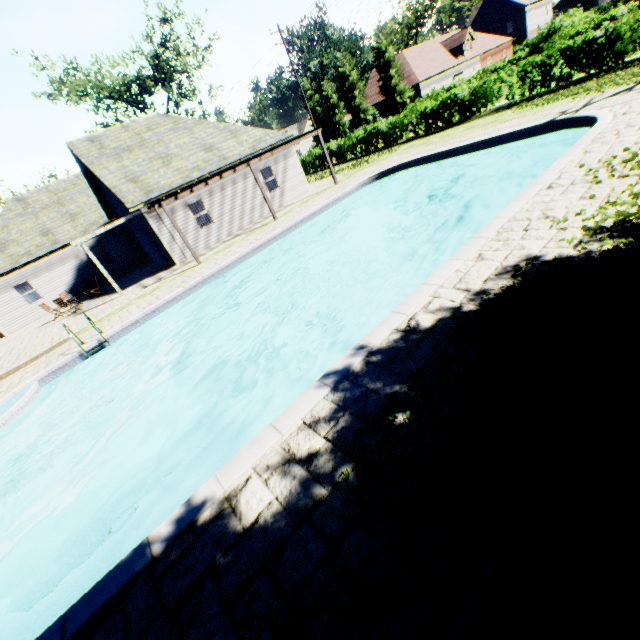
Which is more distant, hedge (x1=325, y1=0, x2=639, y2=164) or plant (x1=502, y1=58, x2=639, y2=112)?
hedge (x1=325, y1=0, x2=639, y2=164)

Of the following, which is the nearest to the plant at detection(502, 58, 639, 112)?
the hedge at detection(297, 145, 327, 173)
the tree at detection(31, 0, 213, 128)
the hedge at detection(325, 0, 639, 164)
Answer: the tree at detection(31, 0, 213, 128)

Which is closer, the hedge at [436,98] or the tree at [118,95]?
the hedge at [436,98]

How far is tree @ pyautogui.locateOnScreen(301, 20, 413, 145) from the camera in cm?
3897

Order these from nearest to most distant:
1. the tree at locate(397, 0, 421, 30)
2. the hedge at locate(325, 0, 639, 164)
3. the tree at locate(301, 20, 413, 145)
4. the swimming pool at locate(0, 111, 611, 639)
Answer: the swimming pool at locate(0, 111, 611, 639) → the hedge at locate(325, 0, 639, 164) → the tree at locate(301, 20, 413, 145) → the tree at locate(397, 0, 421, 30)

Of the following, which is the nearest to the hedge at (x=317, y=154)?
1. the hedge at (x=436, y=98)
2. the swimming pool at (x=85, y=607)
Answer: the hedge at (x=436, y=98)

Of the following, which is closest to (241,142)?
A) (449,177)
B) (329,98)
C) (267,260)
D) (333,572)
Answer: (267,260)

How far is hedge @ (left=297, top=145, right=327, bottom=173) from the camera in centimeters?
3104cm
